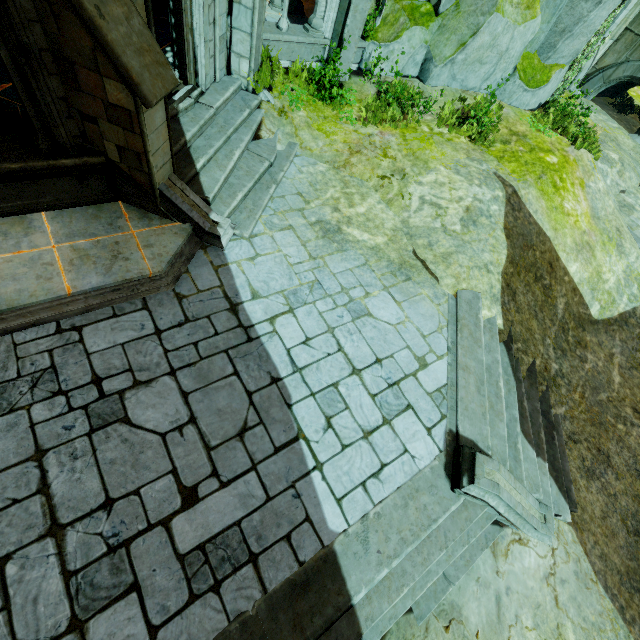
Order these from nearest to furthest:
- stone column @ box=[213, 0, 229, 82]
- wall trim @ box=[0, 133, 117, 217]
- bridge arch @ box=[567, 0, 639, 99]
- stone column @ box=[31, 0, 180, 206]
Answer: stone column @ box=[31, 0, 180, 206] < wall trim @ box=[0, 133, 117, 217] < stone column @ box=[213, 0, 229, 82] < bridge arch @ box=[567, 0, 639, 99]

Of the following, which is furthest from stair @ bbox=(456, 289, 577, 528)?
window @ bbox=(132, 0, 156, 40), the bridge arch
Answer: the bridge arch

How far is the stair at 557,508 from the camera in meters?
5.7

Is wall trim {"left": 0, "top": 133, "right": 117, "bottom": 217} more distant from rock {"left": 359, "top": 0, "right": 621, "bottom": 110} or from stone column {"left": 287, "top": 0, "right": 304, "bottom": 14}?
stone column {"left": 287, "top": 0, "right": 304, "bottom": 14}

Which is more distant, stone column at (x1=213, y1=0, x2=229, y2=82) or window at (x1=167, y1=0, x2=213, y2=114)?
stone column at (x1=213, y1=0, x2=229, y2=82)

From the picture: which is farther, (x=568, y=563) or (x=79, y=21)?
(x=568, y=563)

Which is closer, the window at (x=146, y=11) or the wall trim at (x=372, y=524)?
the wall trim at (x=372, y=524)

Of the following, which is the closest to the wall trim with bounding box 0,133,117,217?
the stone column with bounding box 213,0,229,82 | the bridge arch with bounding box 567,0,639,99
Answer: the stone column with bounding box 213,0,229,82
